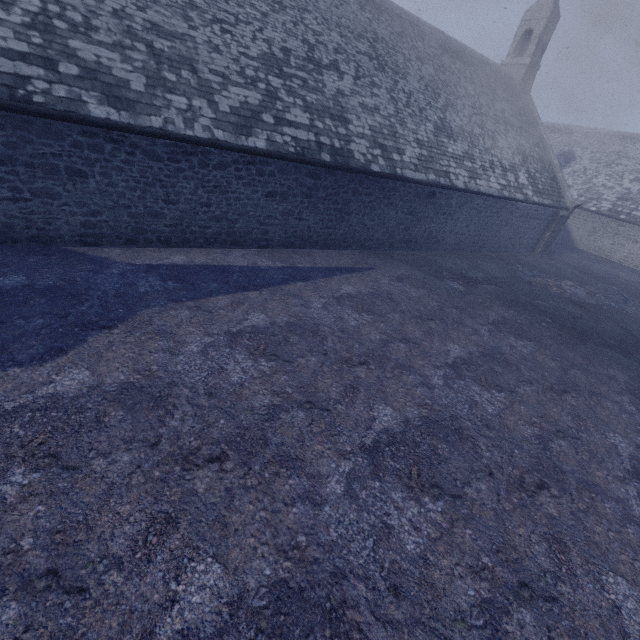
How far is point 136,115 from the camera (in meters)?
7.12
